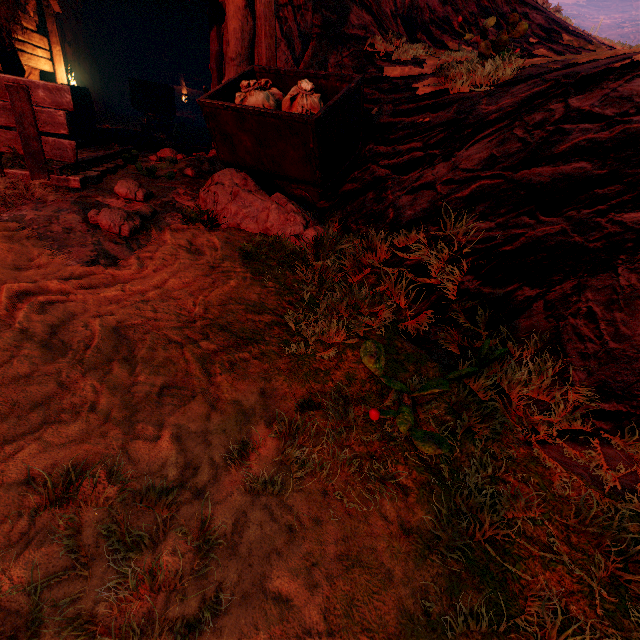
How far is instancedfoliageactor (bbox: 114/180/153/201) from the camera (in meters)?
3.49

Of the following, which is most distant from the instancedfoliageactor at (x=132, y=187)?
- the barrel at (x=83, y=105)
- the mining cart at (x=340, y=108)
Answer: the barrel at (x=83, y=105)

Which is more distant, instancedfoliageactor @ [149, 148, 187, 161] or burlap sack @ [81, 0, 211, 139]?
burlap sack @ [81, 0, 211, 139]

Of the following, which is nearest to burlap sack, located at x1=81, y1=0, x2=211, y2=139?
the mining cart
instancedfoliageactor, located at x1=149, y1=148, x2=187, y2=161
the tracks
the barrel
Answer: the tracks

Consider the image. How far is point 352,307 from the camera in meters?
2.4 m

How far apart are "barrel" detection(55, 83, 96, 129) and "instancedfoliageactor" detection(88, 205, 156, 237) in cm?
704

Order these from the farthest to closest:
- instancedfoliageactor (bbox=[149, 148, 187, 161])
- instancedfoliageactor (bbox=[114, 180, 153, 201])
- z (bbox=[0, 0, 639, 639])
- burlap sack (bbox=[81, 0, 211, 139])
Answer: burlap sack (bbox=[81, 0, 211, 139]) < instancedfoliageactor (bbox=[149, 148, 187, 161]) < instancedfoliageactor (bbox=[114, 180, 153, 201]) < z (bbox=[0, 0, 639, 639])

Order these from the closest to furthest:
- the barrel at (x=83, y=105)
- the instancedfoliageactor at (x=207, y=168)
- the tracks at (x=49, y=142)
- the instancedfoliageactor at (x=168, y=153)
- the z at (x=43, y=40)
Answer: the tracks at (x=49, y=142) < the instancedfoliageactor at (x=207, y=168) < the instancedfoliageactor at (x=168, y=153) < the z at (x=43, y=40) < the barrel at (x=83, y=105)
